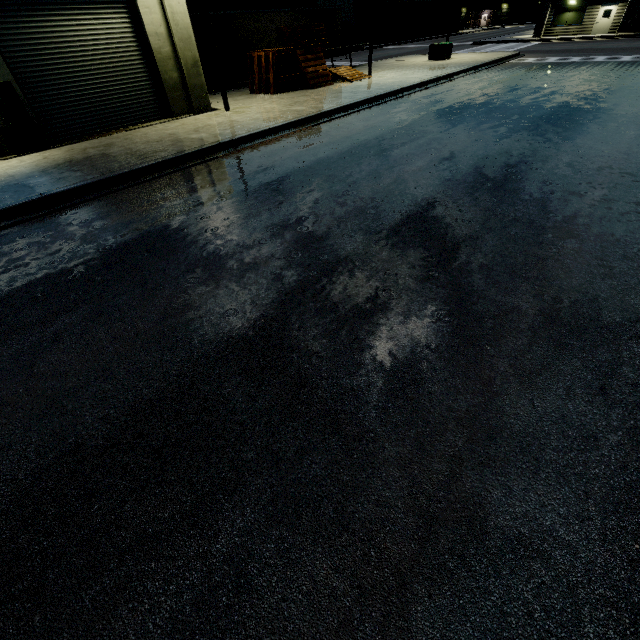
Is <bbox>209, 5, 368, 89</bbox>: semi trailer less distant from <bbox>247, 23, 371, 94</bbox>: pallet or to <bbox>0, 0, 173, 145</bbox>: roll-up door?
<bbox>0, 0, 173, 145</bbox>: roll-up door

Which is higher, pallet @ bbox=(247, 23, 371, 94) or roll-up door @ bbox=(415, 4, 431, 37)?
roll-up door @ bbox=(415, 4, 431, 37)

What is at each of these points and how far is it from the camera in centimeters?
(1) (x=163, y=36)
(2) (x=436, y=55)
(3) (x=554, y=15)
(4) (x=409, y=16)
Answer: (1) building, 1303cm
(2) electrical box, 2491cm
(3) building, 3584cm
(4) building, 5581cm

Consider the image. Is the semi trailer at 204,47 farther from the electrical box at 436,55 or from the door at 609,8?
the door at 609,8

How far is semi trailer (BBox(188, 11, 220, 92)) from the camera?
19.2m

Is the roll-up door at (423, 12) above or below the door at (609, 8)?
above

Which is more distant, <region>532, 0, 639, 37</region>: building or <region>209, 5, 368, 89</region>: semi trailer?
<region>532, 0, 639, 37</region>: building

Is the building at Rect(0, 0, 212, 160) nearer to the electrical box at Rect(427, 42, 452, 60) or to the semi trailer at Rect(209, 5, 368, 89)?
the semi trailer at Rect(209, 5, 368, 89)
